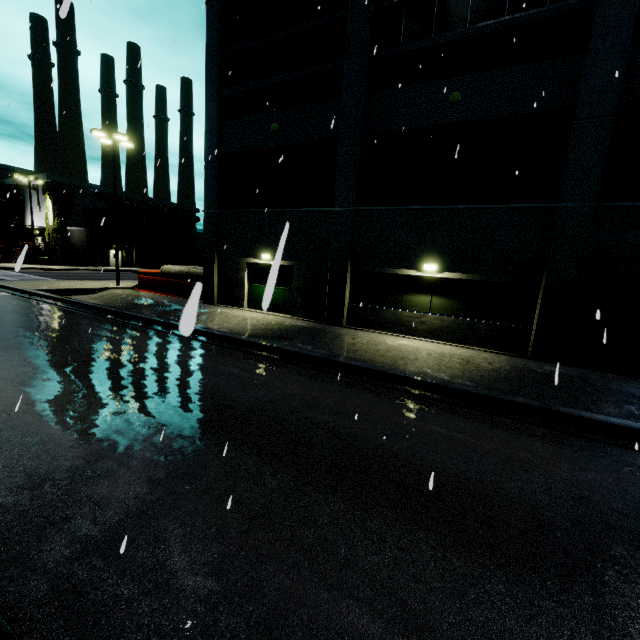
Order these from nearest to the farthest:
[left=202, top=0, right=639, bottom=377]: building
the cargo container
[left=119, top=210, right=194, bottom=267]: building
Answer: [left=202, top=0, right=639, bottom=377]: building < the cargo container < [left=119, top=210, right=194, bottom=267]: building

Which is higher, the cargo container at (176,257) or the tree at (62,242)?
the tree at (62,242)

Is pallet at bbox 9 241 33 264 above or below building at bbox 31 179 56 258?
below

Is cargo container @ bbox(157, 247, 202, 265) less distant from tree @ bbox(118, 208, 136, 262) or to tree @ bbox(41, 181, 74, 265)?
tree @ bbox(118, 208, 136, 262)

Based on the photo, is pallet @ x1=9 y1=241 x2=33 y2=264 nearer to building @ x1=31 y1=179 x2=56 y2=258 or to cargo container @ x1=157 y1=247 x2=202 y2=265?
building @ x1=31 y1=179 x2=56 y2=258

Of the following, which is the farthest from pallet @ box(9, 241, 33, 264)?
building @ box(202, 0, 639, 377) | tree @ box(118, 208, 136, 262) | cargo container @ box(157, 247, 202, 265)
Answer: cargo container @ box(157, 247, 202, 265)

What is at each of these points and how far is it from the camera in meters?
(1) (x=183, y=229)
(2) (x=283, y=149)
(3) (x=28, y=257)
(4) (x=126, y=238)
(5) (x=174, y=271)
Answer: (1) building, 55.0
(2) building, 15.0
(3) pallet, 38.4
(4) tree, 46.8
(5) concrete pipe stack, 21.4

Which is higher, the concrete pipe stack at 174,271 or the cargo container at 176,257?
the cargo container at 176,257
